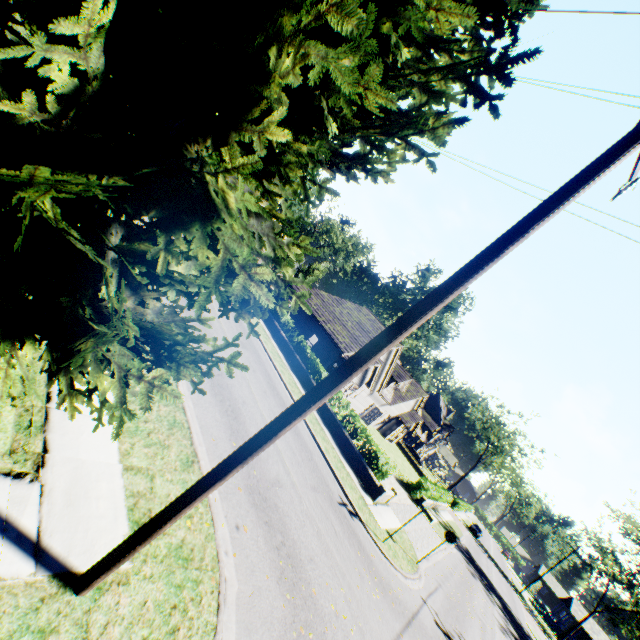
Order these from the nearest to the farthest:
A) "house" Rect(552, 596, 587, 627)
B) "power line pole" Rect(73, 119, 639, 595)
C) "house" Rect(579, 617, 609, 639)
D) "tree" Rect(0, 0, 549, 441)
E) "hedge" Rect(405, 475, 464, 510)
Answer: "tree" Rect(0, 0, 549, 441)
"power line pole" Rect(73, 119, 639, 595)
"hedge" Rect(405, 475, 464, 510)
"house" Rect(579, 617, 609, 639)
"house" Rect(552, 596, 587, 627)

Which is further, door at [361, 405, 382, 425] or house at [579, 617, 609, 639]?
house at [579, 617, 609, 639]

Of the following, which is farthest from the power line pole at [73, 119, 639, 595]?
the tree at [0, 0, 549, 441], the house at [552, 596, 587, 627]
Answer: the house at [552, 596, 587, 627]

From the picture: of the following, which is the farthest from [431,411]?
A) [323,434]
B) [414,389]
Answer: [323,434]

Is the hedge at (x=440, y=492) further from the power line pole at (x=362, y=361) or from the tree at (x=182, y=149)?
the power line pole at (x=362, y=361)

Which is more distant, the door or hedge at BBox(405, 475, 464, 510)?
the door

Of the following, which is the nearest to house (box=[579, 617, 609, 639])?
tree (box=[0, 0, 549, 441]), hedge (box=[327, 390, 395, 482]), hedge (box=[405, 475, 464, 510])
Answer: tree (box=[0, 0, 549, 441])

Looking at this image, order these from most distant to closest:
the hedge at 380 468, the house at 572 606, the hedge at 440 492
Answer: the house at 572 606, the hedge at 440 492, the hedge at 380 468
